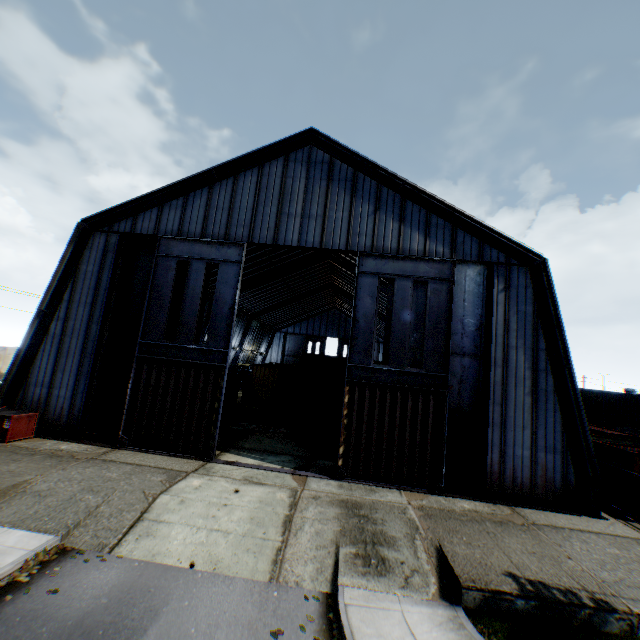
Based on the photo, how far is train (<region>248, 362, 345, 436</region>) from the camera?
18.3m

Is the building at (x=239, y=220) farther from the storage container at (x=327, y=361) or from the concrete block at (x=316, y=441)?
the concrete block at (x=316, y=441)

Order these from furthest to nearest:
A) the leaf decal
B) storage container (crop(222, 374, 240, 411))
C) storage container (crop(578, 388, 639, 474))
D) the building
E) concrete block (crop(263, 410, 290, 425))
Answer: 1. storage container (crop(222, 374, 240, 411))
2. concrete block (crop(263, 410, 290, 425))
3. storage container (crop(578, 388, 639, 474))
4. the building
5. the leaf decal

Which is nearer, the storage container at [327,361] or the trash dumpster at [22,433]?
the trash dumpster at [22,433]

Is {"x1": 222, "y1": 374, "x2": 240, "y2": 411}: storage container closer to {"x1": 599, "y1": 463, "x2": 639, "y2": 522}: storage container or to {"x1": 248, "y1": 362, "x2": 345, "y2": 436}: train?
{"x1": 248, "y1": 362, "x2": 345, "y2": 436}: train

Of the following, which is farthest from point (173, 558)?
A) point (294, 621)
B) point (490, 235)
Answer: point (490, 235)

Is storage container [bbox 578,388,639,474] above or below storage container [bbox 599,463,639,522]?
above

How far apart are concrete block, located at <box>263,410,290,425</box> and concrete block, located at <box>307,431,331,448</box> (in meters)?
4.92
